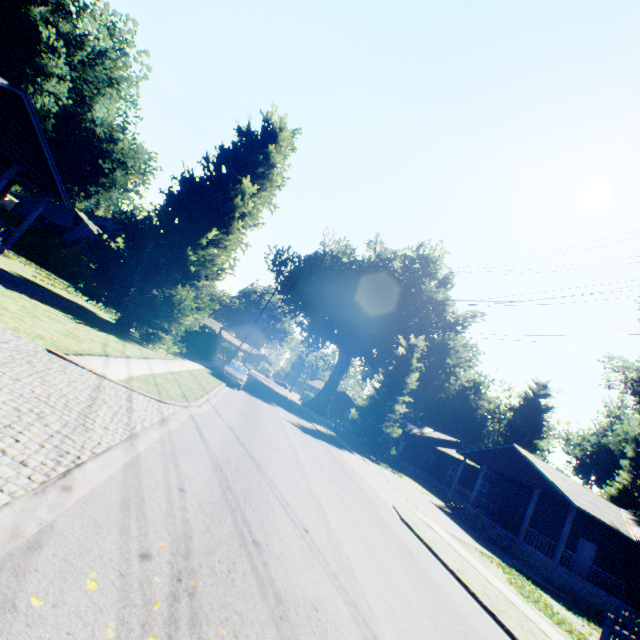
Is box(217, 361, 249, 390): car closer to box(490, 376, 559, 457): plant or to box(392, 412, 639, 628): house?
box(490, 376, 559, 457): plant

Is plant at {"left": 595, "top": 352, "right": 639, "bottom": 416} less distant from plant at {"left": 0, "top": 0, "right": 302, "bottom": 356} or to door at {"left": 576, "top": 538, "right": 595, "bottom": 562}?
door at {"left": 576, "top": 538, "right": 595, "bottom": 562}

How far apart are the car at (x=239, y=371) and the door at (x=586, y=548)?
25.4m

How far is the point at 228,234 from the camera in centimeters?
2086cm

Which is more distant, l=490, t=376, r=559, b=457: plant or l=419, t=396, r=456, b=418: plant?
l=419, t=396, r=456, b=418: plant

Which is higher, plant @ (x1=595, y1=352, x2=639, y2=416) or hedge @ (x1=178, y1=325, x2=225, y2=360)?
plant @ (x1=595, y1=352, x2=639, y2=416)

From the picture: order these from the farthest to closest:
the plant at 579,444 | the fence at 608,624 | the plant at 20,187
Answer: the plant at 579,444 < the plant at 20,187 < the fence at 608,624

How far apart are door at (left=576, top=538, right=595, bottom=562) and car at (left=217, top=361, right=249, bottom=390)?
25.4m
